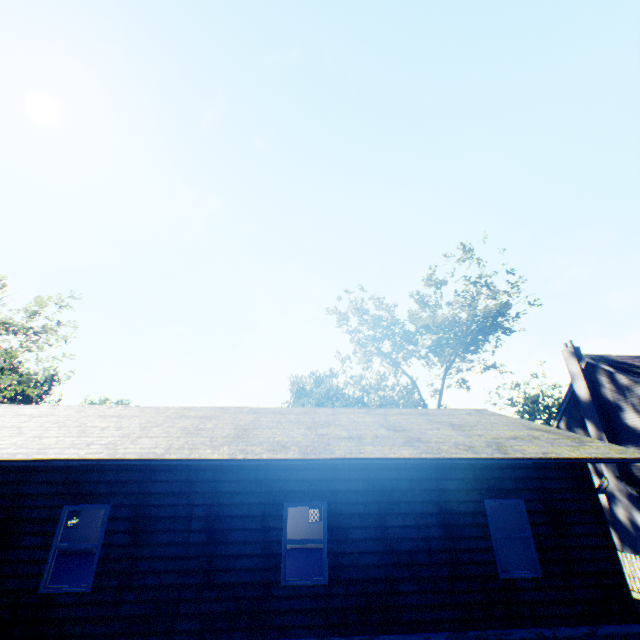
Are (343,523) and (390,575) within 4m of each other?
yes

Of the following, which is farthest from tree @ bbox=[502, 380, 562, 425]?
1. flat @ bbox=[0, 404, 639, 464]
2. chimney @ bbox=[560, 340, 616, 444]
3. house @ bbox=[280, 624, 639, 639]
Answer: flat @ bbox=[0, 404, 639, 464]

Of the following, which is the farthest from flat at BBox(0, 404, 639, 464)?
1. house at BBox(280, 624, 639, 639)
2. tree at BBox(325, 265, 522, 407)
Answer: tree at BBox(325, 265, 522, 407)

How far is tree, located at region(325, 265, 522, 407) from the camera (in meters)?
26.23

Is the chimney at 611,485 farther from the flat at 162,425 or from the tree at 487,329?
the flat at 162,425

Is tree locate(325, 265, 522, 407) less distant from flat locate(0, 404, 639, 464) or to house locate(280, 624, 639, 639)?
house locate(280, 624, 639, 639)

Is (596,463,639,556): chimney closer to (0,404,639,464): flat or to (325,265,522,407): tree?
(325,265,522,407): tree

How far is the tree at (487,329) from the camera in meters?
26.2 m
